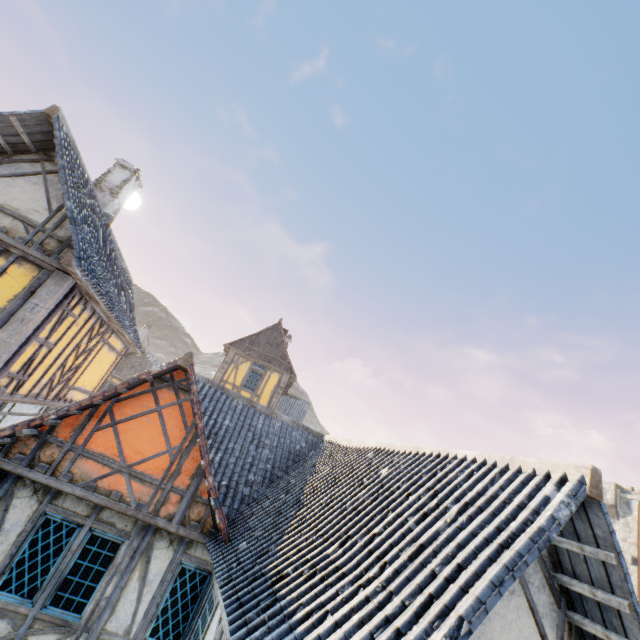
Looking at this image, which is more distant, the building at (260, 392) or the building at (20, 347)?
the building at (260, 392)

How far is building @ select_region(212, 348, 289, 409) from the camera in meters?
19.4 m

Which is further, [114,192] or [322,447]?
[114,192]

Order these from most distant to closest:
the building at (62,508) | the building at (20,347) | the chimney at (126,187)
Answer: the chimney at (126,187)
the building at (20,347)
the building at (62,508)

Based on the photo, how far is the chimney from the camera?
11.3m

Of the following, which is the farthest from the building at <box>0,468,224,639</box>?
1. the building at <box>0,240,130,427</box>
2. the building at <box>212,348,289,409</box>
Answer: the building at <box>212,348,289,409</box>

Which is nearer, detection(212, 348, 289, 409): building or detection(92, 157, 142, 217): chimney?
detection(92, 157, 142, 217): chimney

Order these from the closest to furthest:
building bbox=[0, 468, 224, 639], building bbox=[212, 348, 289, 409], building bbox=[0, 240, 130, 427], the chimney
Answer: building bbox=[0, 468, 224, 639], building bbox=[0, 240, 130, 427], the chimney, building bbox=[212, 348, 289, 409]
